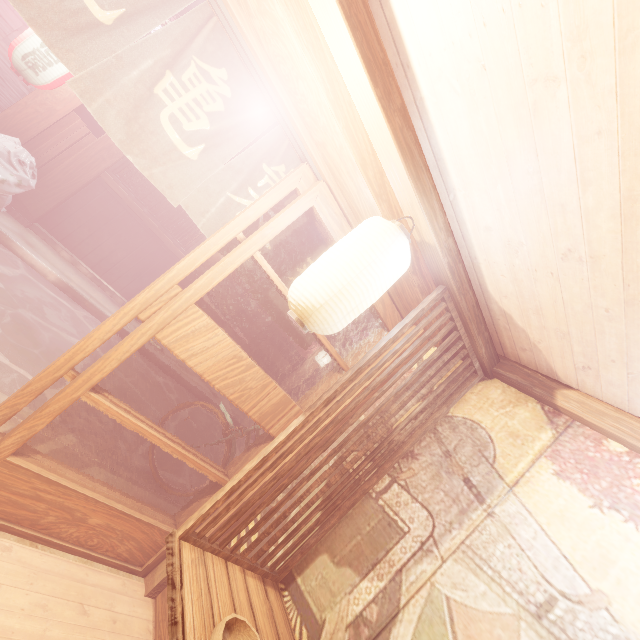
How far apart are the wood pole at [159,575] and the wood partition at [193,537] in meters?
0.9

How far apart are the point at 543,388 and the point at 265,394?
3.3m

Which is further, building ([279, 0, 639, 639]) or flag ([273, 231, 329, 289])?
flag ([273, 231, 329, 289])

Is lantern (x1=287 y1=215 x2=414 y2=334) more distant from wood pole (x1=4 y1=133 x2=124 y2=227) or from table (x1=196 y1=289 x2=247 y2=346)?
table (x1=196 y1=289 x2=247 y2=346)

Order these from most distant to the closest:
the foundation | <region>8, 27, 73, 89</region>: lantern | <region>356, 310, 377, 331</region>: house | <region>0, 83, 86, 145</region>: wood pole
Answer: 1. <region>356, 310, 377, 331</region>: house
2. the foundation
3. <region>0, 83, 86, 145</region>: wood pole
4. <region>8, 27, 73, 89</region>: lantern

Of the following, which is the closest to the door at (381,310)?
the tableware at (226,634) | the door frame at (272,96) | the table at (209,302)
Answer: the door frame at (272,96)

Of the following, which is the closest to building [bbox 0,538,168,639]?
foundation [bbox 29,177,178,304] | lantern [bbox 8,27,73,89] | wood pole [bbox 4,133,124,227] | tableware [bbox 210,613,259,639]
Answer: tableware [bbox 210,613,259,639]

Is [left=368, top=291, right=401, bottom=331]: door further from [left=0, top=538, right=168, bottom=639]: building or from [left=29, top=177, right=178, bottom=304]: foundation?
[left=29, top=177, right=178, bottom=304]: foundation
